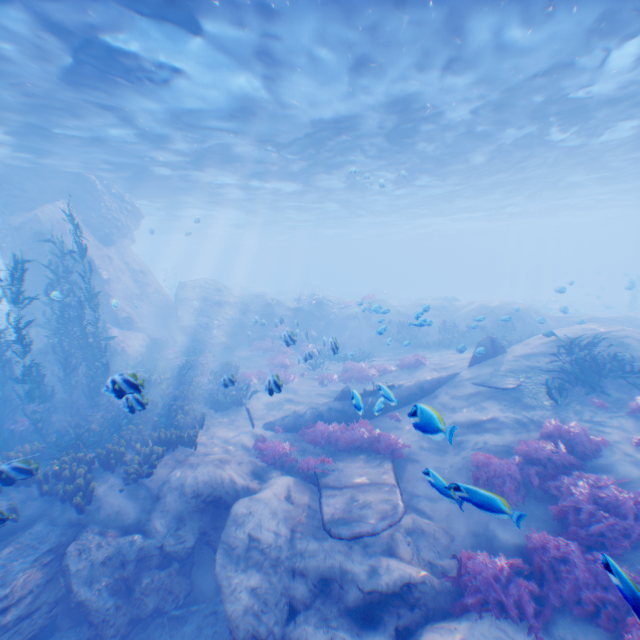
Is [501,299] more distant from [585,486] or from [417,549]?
[417,549]

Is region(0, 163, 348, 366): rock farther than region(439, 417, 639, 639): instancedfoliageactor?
Yes

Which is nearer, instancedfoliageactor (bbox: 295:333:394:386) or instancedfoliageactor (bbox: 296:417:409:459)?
instancedfoliageactor (bbox: 296:417:409:459)

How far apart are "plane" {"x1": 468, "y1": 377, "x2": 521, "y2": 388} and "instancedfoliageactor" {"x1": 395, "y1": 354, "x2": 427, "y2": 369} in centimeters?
338cm

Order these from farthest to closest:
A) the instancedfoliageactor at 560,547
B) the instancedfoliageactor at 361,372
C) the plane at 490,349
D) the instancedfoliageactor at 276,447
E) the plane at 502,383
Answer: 1. the instancedfoliageactor at 361,372
2. the plane at 490,349
3. the plane at 502,383
4. the instancedfoliageactor at 276,447
5. the instancedfoliageactor at 560,547

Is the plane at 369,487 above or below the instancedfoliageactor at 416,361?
below

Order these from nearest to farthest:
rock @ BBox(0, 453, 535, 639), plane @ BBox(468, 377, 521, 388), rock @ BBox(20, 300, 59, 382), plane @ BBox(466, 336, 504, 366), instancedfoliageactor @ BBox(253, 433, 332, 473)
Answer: rock @ BBox(0, 453, 535, 639) < instancedfoliageactor @ BBox(253, 433, 332, 473) < plane @ BBox(468, 377, 521, 388) < plane @ BBox(466, 336, 504, 366) < rock @ BBox(20, 300, 59, 382)

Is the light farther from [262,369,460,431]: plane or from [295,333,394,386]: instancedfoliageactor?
[262,369,460,431]: plane
